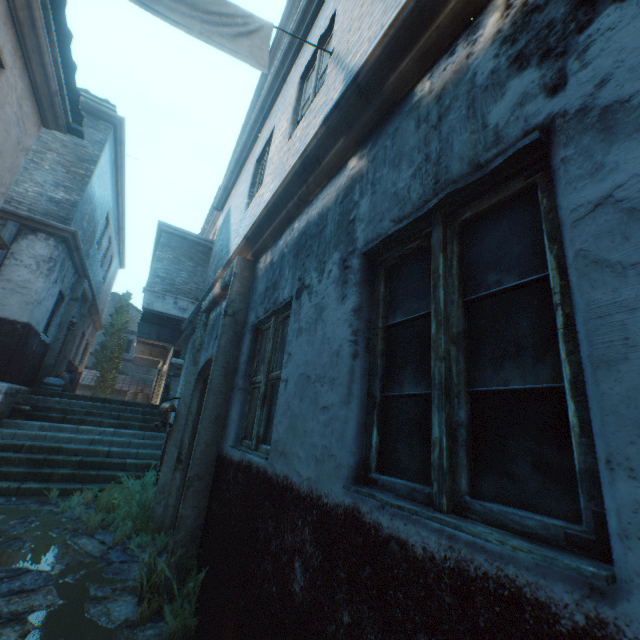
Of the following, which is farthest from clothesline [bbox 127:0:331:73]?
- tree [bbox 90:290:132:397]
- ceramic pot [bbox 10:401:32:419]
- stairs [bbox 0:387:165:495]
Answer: tree [bbox 90:290:132:397]

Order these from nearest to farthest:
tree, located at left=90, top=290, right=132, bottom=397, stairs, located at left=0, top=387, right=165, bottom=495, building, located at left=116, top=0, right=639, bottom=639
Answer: building, located at left=116, top=0, right=639, bottom=639
stairs, located at left=0, top=387, right=165, bottom=495
tree, located at left=90, top=290, right=132, bottom=397

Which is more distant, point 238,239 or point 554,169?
point 238,239

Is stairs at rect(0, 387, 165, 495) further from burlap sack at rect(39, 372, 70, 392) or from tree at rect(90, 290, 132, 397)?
tree at rect(90, 290, 132, 397)

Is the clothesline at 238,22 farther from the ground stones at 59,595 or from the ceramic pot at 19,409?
the ceramic pot at 19,409

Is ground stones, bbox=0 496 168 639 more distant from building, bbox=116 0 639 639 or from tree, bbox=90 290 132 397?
tree, bbox=90 290 132 397

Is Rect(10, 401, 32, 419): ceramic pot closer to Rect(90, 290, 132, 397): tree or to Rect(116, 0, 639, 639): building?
Rect(116, 0, 639, 639): building

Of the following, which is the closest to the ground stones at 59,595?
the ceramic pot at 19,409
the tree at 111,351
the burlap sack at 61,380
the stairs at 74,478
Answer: the stairs at 74,478
